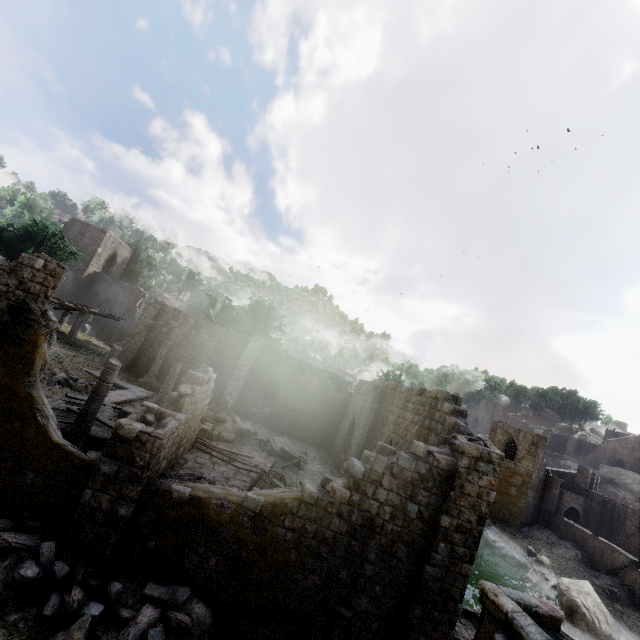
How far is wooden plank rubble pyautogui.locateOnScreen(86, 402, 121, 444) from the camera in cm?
1262

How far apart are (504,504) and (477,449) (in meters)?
39.07

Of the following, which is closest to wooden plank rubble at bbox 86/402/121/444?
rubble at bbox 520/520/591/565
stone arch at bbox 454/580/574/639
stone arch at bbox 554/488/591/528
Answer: stone arch at bbox 454/580/574/639

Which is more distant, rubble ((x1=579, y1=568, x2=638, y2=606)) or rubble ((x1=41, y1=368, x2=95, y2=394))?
rubble ((x1=579, y1=568, x2=638, y2=606))

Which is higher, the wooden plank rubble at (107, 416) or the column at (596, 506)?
the column at (596, 506)

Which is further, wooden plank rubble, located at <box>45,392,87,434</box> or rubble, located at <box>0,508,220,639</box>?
wooden plank rubble, located at <box>45,392,87,434</box>

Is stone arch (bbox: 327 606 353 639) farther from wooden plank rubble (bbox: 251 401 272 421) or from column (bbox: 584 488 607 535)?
column (bbox: 584 488 607 535)

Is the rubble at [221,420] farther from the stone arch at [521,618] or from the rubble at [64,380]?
the stone arch at [521,618]
